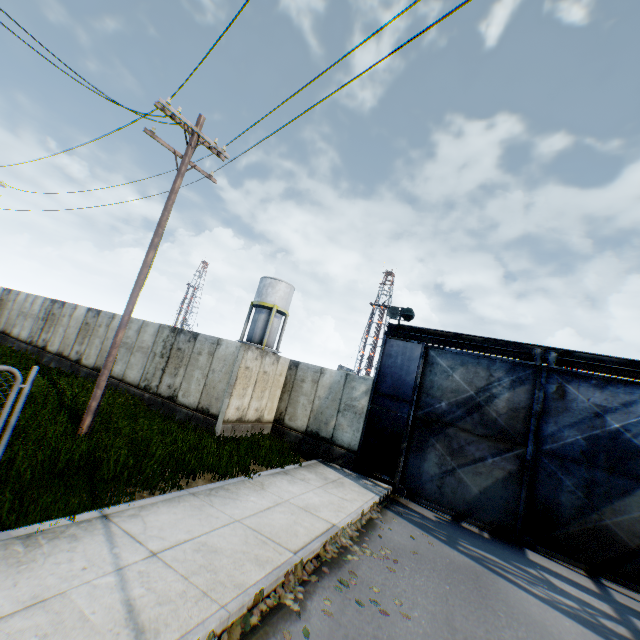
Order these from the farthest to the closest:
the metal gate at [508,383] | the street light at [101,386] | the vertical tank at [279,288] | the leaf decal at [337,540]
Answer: the vertical tank at [279,288] → the metal gate at [508,383] → the street light at [101,386] → the leaf decal at [337,540]

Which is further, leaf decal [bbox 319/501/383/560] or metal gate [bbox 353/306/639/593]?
metal gate [bbox 353/306/639/593]

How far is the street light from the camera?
8.29m

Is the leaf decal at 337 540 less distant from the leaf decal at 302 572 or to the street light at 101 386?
the leaf decal at 302 572

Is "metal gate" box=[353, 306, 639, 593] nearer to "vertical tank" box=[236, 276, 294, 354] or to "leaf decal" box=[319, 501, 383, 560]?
"leaf decal" box=[319, 501, 383, 560]

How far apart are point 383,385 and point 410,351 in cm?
174

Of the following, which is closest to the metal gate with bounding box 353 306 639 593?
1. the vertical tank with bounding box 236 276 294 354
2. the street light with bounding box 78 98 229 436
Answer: the street light with bounding box 78 98 229 436
